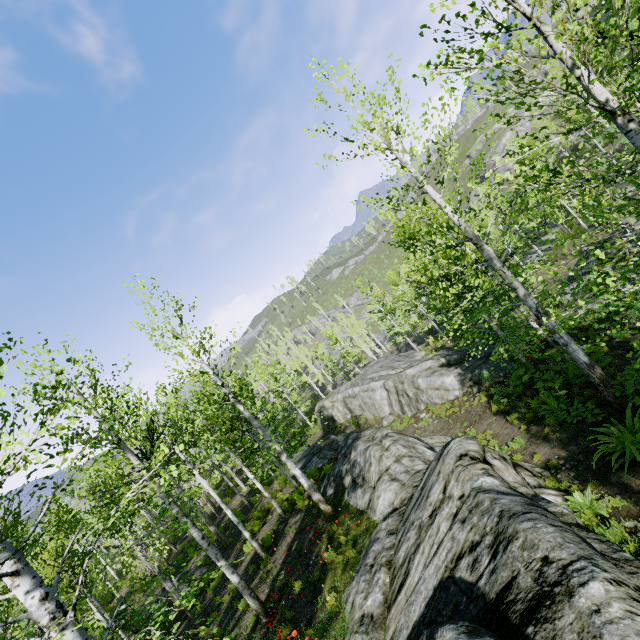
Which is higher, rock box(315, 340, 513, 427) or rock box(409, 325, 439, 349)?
rock box(315, 340, 513, 427)

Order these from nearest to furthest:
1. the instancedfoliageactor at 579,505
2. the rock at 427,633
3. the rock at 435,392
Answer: the rock at 427,633, the instancedfoliageactor at 579,505, the rock at 435,392

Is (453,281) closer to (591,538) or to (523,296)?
(523,296)

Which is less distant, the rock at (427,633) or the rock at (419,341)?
the rock at (427,633)

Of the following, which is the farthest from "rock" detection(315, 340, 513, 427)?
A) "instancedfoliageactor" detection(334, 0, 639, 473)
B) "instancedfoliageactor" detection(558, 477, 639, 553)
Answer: "instancedfoliageactor" detection(558, 477, 639, 553)

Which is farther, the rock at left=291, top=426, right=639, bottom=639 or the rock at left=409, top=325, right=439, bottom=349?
the rock at left=409, top=325, right=439, bottom=349

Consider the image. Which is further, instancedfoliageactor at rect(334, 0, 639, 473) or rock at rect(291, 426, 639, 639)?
instancedfoliageactor at rect(334, 0, 639, 473)
